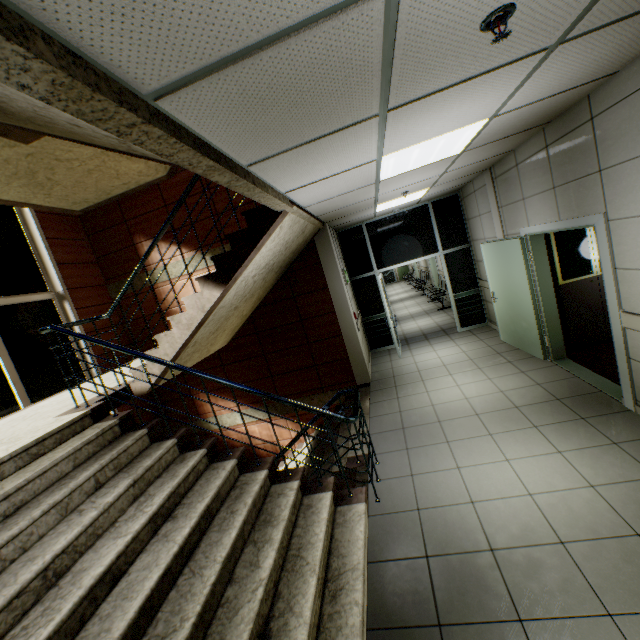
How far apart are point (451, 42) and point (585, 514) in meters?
3.4 m

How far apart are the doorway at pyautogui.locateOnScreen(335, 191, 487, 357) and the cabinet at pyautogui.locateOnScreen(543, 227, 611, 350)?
2.6 meters

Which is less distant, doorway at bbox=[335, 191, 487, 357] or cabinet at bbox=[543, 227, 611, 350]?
cabinet at bbox=[543, 227, 611, 350]

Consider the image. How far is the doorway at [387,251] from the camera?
7.6 meters

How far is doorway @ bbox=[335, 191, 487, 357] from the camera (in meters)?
7.58

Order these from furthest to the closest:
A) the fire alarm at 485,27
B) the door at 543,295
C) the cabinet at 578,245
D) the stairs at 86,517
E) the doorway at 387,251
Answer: the doorway at 387,251, the cabinet at 578,245, the door at 543,295, the stairs at 86,517, the fire alarm at 485,27

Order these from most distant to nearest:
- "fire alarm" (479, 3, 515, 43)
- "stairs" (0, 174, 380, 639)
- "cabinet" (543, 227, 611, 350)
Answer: "cabinet" (543, 227, 611, 350) < "stairs" (0, 174, 380, 639) < "fire alarm" (479, 3, 515, 43)

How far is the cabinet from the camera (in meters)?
4.95
